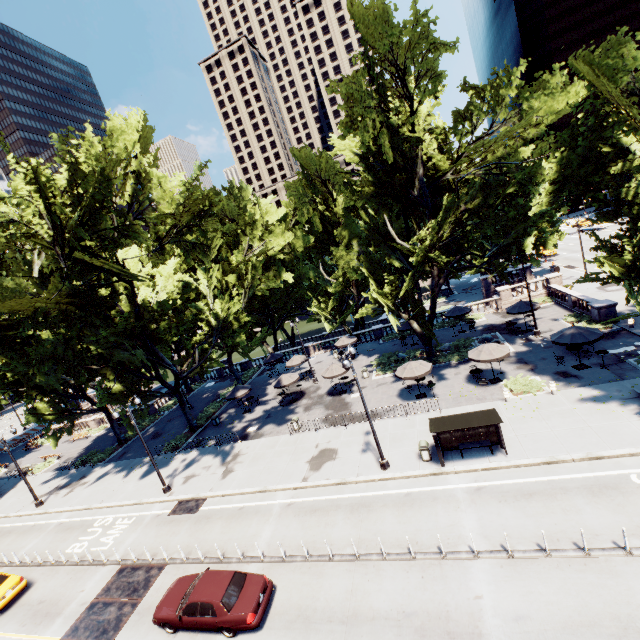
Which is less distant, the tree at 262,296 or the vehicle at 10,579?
the tree at 262,296

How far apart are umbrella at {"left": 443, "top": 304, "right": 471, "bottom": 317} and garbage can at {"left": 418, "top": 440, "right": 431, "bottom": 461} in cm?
1900

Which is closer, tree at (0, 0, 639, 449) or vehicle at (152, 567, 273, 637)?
vehicle at (152, 567, 273, 637)

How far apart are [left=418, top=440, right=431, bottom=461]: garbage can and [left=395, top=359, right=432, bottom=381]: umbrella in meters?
5.8 m

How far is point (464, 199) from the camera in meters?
22.8

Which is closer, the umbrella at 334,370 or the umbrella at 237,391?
the umbrella at 334,370

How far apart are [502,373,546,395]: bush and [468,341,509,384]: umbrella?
1.56m

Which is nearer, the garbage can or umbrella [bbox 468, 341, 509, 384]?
the garbage can
